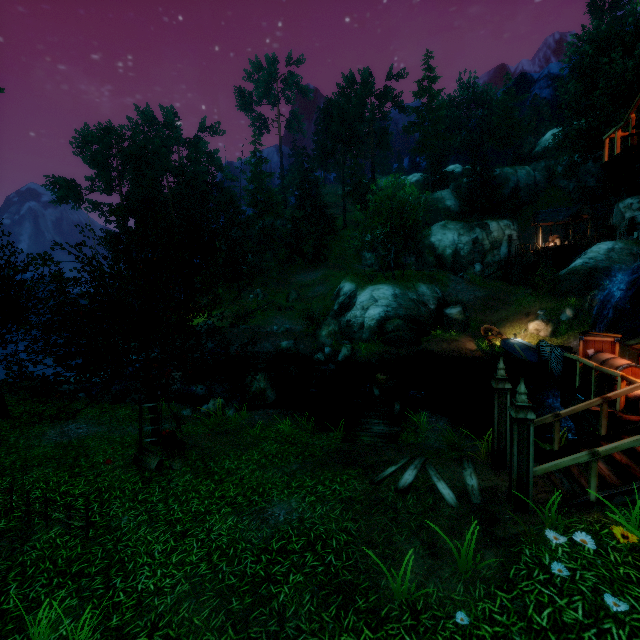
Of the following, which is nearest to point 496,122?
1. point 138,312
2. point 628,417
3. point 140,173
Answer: point 140,173

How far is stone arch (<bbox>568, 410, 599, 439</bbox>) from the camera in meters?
8.0

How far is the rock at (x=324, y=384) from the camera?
17.5m

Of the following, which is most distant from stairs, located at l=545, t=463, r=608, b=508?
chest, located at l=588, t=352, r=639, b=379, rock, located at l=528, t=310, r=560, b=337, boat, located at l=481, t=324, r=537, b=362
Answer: rock, located at l=528, t=310, r=560, b=337

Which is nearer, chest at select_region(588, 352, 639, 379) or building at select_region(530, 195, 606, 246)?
chest at select_region(588, 352, 639, 379)

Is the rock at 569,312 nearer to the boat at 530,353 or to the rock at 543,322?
the rock at 543,322

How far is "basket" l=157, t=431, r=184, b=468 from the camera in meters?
8.8 m

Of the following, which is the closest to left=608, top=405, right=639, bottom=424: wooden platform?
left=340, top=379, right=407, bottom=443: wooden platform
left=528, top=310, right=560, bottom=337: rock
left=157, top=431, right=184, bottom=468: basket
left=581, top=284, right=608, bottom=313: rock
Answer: left=340, top=379, right=407, bottom=443: wooden platform
